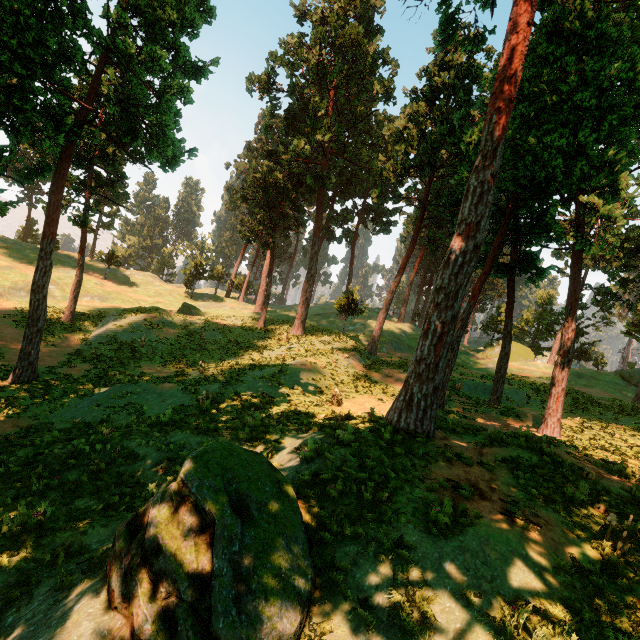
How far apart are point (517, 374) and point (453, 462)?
30.6 meters

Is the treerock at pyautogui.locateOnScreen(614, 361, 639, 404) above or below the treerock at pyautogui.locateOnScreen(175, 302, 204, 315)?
above

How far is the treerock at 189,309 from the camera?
38.2 meters

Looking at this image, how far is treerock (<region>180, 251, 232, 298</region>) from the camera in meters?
50.5

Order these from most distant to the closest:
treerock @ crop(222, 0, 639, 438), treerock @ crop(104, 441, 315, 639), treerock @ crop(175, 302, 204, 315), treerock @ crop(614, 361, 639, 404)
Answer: treerock @ crop(175, 302, 204, 315) < treerock @ crop(614, 361, 639, 404) < treerock @ crop(222, 0, 639, 438) < treerock @ crop(104, 441, 315, 639)

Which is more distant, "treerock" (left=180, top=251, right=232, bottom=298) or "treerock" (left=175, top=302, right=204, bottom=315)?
"treerock" (left=180, top=251, right=232, bottom=298)
